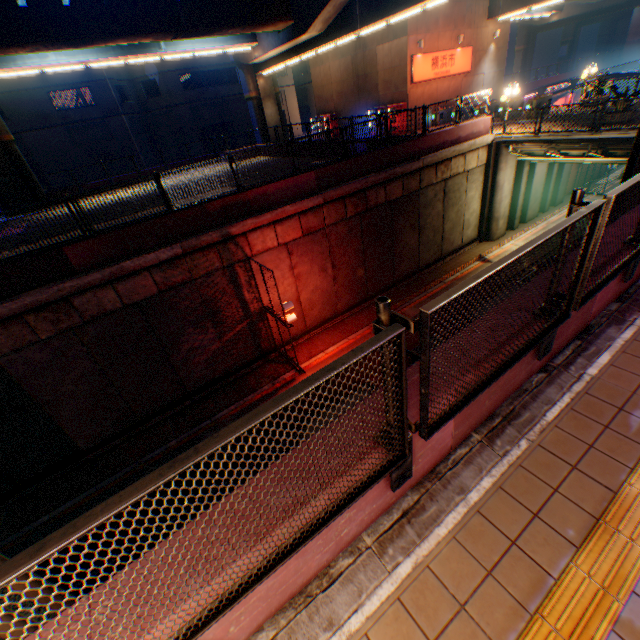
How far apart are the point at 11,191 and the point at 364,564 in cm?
3278

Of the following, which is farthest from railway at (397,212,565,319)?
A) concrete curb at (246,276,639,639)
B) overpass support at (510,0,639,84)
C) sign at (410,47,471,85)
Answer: overpass support at (510,0,639,84)

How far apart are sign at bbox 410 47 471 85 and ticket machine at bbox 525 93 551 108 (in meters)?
7.38

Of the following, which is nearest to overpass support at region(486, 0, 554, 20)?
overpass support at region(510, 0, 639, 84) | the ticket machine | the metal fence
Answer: the metal fence

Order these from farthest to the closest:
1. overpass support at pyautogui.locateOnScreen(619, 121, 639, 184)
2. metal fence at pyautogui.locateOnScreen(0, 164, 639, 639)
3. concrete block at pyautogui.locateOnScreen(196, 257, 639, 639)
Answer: overpass support at pyautogui.locateOnScreen(619, 121, 639, 184) → concrete block at pyautogui.locateOnScreen(196, 257, 639, 639) → metal fence at pyautogui.locateOnScreen(0, 164, 639, 639)

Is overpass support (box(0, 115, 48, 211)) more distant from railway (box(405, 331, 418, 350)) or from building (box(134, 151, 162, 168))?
building (box(134, 151, 162, 168))

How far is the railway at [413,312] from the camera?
16.3 meters

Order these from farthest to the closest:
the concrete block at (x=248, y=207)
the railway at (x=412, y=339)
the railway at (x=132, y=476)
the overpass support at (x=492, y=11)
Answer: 1. the overpass support at (x=492, y=11)
2. the railway at (x=412, y=339)
3. the railway at (x=132, y=476)
4. the concrete block at (x=248, y=207)
